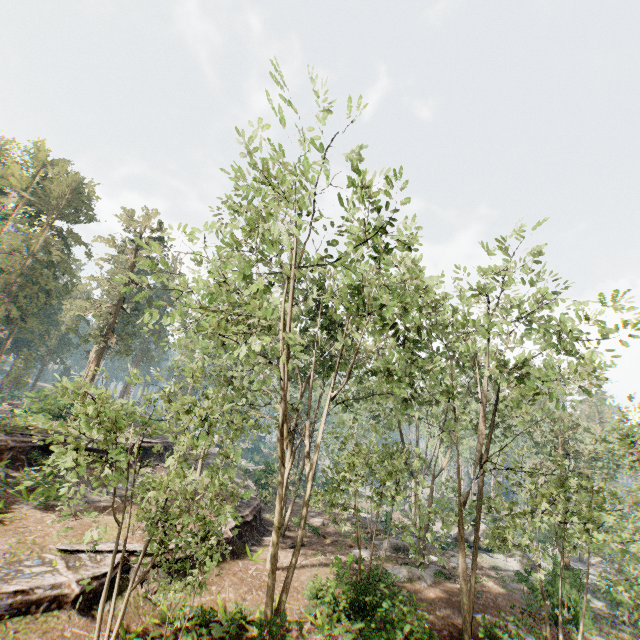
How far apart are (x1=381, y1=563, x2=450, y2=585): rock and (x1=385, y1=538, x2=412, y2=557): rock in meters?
1.7 m

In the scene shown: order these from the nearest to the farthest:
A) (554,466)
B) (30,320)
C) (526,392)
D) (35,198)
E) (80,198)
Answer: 1. (526,392)
2. (554,466)
3. (30,320)
4. (35,198)
5. (80,198)

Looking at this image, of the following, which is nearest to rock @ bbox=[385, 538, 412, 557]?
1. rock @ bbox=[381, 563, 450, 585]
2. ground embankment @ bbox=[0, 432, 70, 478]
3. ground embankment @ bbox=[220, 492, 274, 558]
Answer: rock @ bbox=[381, 563, 450, 585]

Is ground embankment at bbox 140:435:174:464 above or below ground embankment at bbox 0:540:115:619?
above

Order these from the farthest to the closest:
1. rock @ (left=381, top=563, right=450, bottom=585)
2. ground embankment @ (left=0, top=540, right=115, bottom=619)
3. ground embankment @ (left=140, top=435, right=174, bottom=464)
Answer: ground embankment @ (left=140, top=435, right=174, bottom=464) → rock @ (left=381, top=563, right=450, bottom=585) → ground embankment @ (left=0, top=540, right=115, bottom=619)

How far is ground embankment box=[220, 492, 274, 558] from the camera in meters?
19.5

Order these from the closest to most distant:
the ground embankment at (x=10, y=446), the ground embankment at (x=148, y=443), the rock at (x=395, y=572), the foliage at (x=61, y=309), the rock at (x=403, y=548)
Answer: the foliage at (x=61, y=309), the ground embankment at (x=10, y=446), the rock at (x=395, y=572), the rock at (x=403, y=548), the ground embankment at (x=148, y=443)

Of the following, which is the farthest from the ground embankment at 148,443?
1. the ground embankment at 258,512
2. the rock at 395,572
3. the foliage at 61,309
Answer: the rock at 395,572
